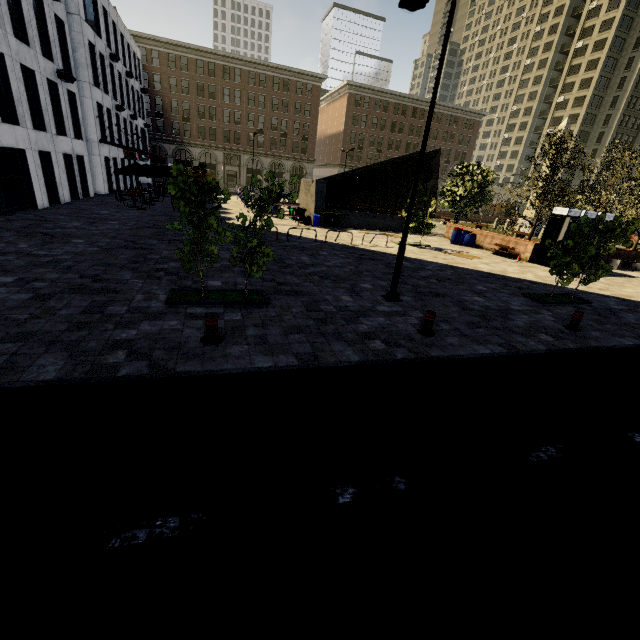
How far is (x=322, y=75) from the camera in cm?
5462

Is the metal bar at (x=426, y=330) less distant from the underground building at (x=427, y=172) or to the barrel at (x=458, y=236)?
the barrel at (x=458, y=236)

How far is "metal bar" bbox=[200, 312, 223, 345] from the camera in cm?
609

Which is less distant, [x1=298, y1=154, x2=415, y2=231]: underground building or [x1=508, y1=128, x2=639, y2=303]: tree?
[x1=508, y1=128, x2=639, y2=303]: tree

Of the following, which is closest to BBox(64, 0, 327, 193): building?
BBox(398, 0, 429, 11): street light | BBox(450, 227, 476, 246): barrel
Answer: BBox(398, 0, 429, 11): street light

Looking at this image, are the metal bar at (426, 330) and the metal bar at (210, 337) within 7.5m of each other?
yes

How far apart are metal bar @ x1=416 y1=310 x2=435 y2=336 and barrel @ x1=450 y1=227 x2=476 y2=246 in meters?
18.0

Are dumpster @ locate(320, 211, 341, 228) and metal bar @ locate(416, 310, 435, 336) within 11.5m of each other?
no
